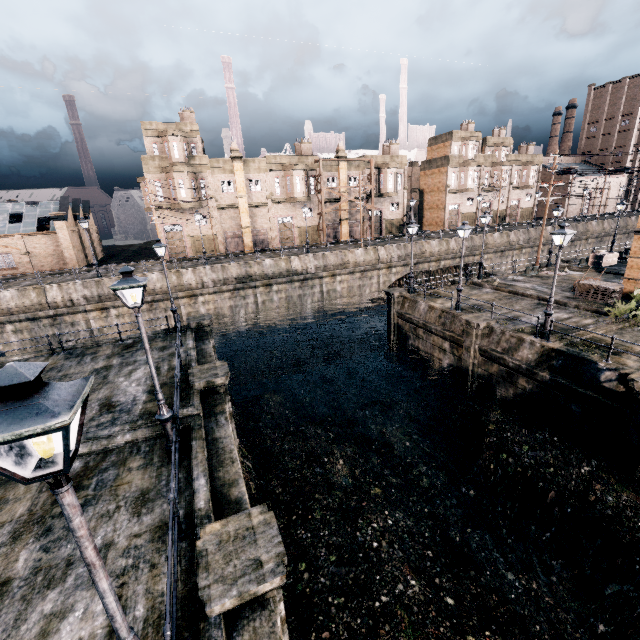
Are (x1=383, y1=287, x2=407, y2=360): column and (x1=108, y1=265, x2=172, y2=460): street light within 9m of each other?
no

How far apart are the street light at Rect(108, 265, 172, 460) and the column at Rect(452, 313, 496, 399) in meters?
16.6

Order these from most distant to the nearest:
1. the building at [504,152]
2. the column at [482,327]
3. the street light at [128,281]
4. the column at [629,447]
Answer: the building at [504,152] < the column at [482,327] < the column at [629,447] < the street light at [128,281]

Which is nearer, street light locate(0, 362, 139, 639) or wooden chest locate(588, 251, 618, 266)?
street light locate(0, 362, 139, 639)

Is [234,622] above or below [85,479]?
below

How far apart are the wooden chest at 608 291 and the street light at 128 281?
26.7m

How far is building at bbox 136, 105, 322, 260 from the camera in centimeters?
3931cm

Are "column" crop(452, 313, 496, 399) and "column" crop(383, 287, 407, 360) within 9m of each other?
yes
